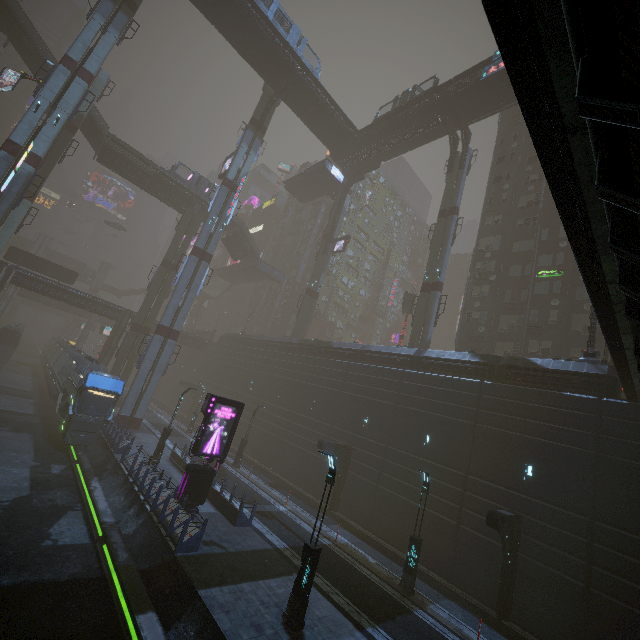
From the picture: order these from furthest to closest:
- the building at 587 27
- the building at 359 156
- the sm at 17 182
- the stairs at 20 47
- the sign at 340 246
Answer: the sign at 340 246, the building at 359 156, the stairs at 20 47, the sm at 17 182, the building at 587 27

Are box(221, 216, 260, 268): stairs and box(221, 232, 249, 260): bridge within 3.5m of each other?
yes

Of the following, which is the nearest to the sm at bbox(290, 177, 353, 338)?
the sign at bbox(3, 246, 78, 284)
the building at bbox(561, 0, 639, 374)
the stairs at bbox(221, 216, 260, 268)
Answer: the building at bbox(561, 0, 639, 374)

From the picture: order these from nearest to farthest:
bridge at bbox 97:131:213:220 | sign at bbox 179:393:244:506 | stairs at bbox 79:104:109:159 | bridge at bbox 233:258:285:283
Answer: sign at bbox 179:393:244:506 → stairs at bbox 79:104:109:159 → bridge at bbox 97:131:213:220 → bridge at bbox 233:258:285:283

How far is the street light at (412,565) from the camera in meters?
15.5

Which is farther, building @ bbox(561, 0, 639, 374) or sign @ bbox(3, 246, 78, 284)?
sign @ bbox(3, 246, 78, 284)

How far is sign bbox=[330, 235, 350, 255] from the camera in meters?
45.4 m

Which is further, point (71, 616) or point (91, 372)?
point (91, 372)
